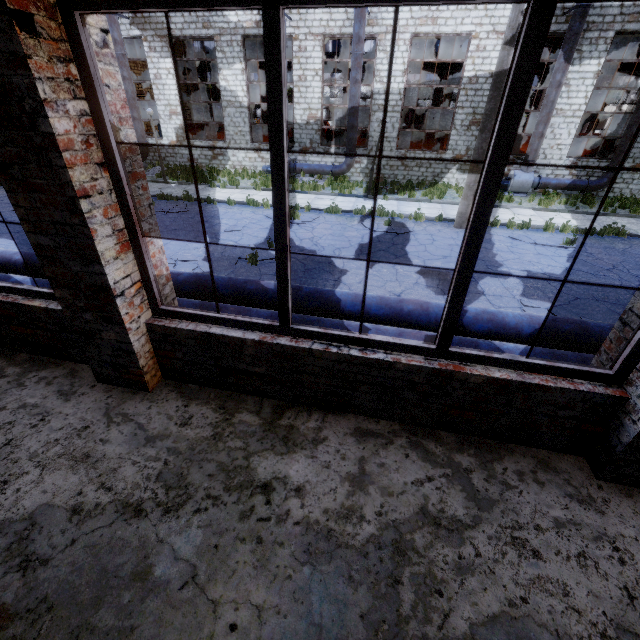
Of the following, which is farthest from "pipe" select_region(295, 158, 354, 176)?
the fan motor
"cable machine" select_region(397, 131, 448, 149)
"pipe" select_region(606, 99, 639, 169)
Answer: "pipe" select_region(606, 99, 639, 169)

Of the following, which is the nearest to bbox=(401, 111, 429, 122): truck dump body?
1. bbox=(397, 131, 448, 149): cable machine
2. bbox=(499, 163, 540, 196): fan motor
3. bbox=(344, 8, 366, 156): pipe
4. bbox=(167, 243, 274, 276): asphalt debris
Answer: bbox=(397, 131, 448, 149): cable machine

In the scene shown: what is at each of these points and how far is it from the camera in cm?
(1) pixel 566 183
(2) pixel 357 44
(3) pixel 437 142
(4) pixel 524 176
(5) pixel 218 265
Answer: (1) pipe, 1675
(2) pipe, 1559
(3) cable machine, 2050
(4) fan motor, 1683
(5) asphalt debris, 855

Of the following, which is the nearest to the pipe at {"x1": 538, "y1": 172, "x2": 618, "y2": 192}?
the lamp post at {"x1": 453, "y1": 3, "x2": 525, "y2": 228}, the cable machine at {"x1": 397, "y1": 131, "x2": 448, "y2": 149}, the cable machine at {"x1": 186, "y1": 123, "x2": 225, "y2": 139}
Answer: the cable machine at {"x1": 397, "y1": 131, "x2": 448, "y2": 149}

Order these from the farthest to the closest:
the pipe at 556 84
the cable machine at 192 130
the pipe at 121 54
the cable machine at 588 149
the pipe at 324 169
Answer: the cable machine at 588 149 < the cable machine at 192 130 < the pipe at 324 169 < the pipe at 121 54 < the pipe at 556 84

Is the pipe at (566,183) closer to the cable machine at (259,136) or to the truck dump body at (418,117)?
the cable machine at (259,136)

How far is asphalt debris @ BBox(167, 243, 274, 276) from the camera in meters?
8.3

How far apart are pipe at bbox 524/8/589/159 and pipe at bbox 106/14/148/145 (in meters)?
22.26
